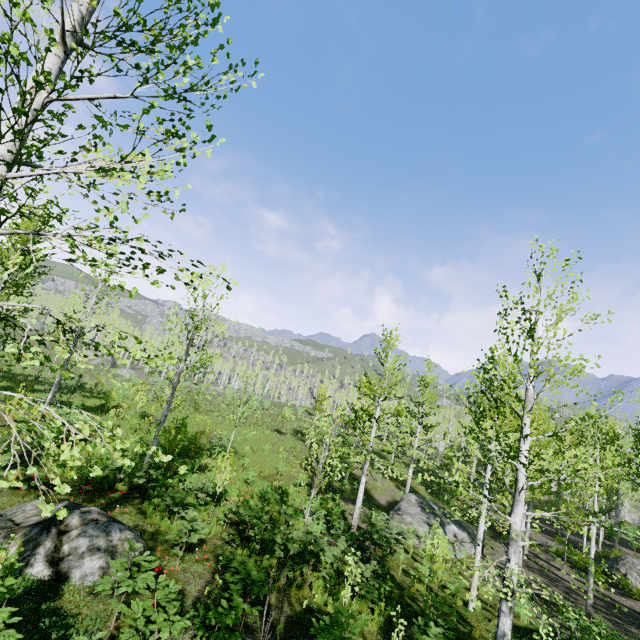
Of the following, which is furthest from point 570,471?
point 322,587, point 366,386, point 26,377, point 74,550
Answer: point 26,377

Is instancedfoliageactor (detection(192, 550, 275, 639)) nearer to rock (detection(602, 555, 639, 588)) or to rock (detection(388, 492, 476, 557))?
rock (detection(388, 492, 476, 557))

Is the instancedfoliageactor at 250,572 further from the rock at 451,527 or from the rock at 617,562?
the rock at 617,562

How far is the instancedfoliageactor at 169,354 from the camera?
3.98m

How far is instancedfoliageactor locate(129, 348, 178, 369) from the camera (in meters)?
3.98

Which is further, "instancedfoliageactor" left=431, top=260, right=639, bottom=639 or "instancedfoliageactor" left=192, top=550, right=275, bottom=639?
"instancedfoliageactor" left=431, top=260, right=639, bottom=639

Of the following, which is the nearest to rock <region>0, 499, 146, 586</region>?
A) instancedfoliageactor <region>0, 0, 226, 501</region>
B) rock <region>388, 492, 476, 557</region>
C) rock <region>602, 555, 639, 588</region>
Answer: instancedfoliageactor <region>0, 0, 226, 501</region>
